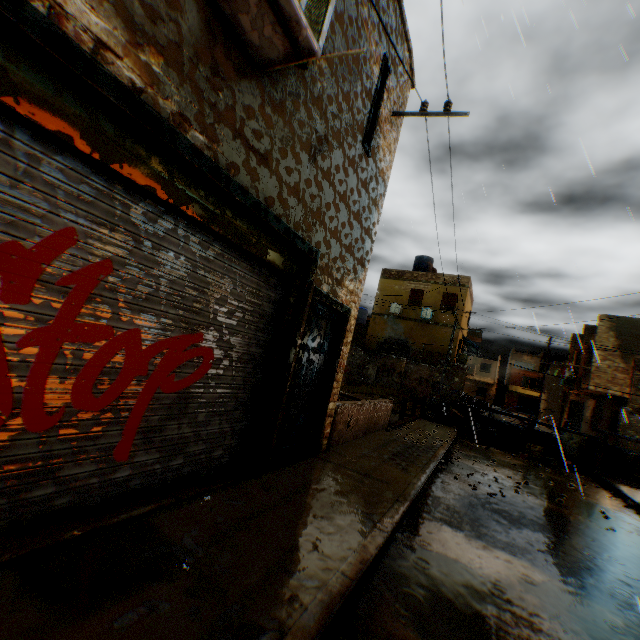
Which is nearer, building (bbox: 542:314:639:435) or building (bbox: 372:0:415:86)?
building (bbox: 372:0:415:86)

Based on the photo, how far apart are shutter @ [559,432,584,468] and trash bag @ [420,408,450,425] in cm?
429

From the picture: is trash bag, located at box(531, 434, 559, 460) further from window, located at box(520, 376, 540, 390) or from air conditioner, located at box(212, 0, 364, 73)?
window, located at box(520, 376, 540, 390)

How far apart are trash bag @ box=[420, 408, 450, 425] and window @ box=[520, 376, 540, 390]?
48.95m

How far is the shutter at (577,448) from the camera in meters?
13.0 m

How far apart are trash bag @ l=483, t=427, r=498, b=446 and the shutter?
2.37m

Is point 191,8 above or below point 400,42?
below

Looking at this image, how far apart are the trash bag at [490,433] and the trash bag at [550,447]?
0.9 meters
